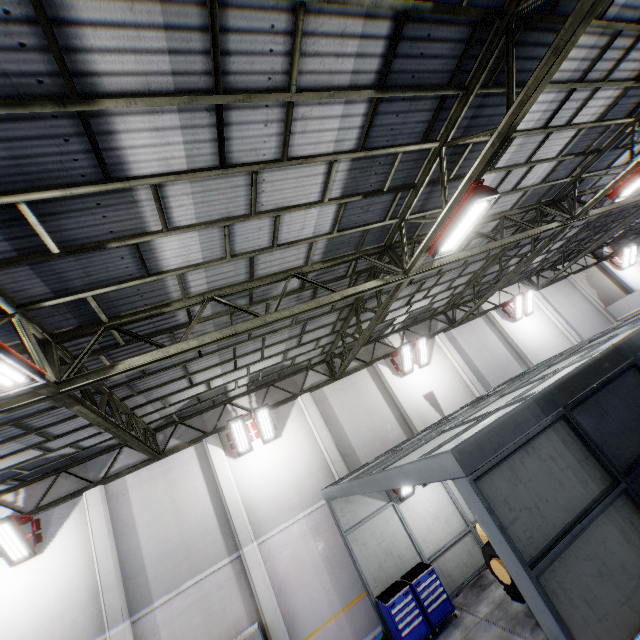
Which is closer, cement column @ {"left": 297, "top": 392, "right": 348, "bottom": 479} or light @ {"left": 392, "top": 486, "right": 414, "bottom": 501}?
light @ {"left": 392, "top": 486, "right": 414, "bottom": 501}

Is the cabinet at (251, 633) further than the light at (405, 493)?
No

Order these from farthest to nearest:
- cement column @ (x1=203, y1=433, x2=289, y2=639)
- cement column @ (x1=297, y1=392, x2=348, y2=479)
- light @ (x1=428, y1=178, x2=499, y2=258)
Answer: cement column @ (x1=297, y1=392, x2=348, y2=479) < cement column @ (x1=203, y1=433, x2=289, y2=639) < light @ (x1=428, y1=178, x2=499, y2=258)

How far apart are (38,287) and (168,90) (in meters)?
3.50

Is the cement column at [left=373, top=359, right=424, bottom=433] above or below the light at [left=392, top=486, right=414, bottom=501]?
above

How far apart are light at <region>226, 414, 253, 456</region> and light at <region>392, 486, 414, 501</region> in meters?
4.8

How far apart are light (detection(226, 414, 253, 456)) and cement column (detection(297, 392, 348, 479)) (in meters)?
2.24

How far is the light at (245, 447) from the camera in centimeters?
1168cm
